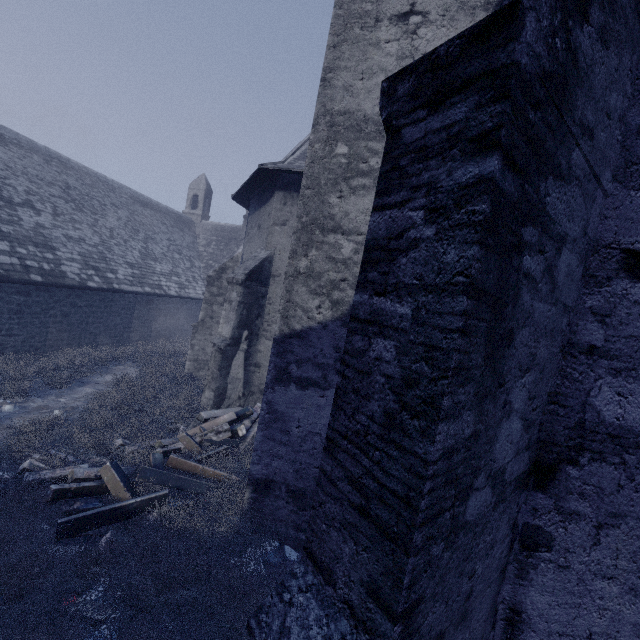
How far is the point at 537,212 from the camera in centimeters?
152cm

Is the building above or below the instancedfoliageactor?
above

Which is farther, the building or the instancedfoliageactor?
the instancedfoliageactor

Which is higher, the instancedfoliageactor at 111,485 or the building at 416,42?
the building at 416,42

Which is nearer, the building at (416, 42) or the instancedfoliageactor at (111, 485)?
the building at (416, 42)
